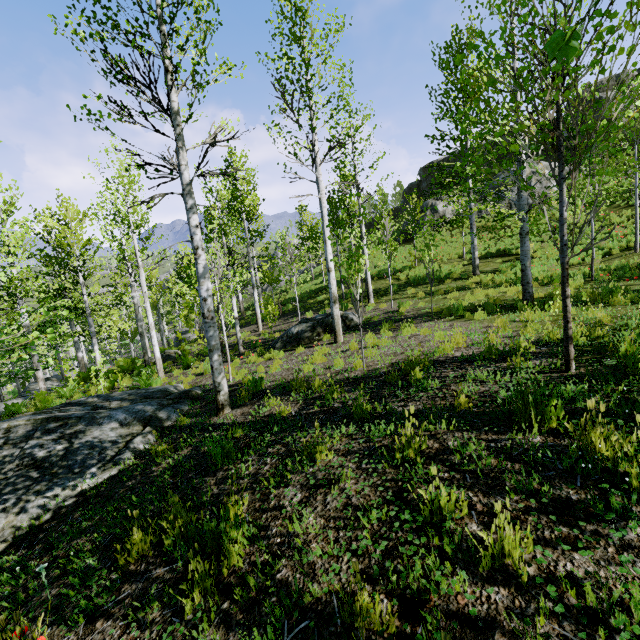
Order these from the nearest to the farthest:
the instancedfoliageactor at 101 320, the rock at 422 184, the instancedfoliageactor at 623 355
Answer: the instancedfoliageactor at 623 355
the instancedfoliageactor at 101 320
the rock at 422 184

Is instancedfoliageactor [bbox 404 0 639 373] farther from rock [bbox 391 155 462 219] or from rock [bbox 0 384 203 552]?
rock [bbox 391 155 462 219]

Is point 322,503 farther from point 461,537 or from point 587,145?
point 587,145

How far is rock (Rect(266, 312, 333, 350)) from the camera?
11.3m

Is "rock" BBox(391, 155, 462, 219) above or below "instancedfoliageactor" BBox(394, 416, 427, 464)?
A: above

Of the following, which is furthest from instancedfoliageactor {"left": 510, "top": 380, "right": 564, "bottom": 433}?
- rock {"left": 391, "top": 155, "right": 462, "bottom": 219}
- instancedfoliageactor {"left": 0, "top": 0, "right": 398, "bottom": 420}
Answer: rock {"left": 391, "top": 155, "right": 462, "bottom": 219}

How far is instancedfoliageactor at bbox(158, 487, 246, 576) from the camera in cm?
246

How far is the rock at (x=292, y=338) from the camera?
11.3 meters
